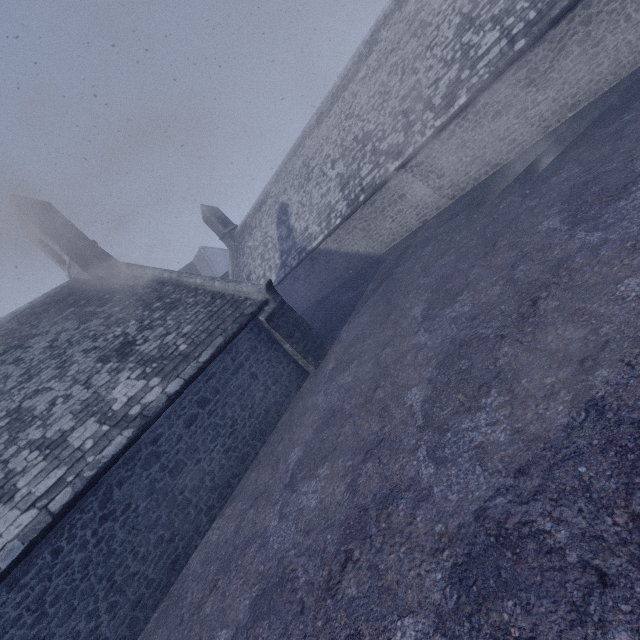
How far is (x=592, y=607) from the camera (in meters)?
2.24
